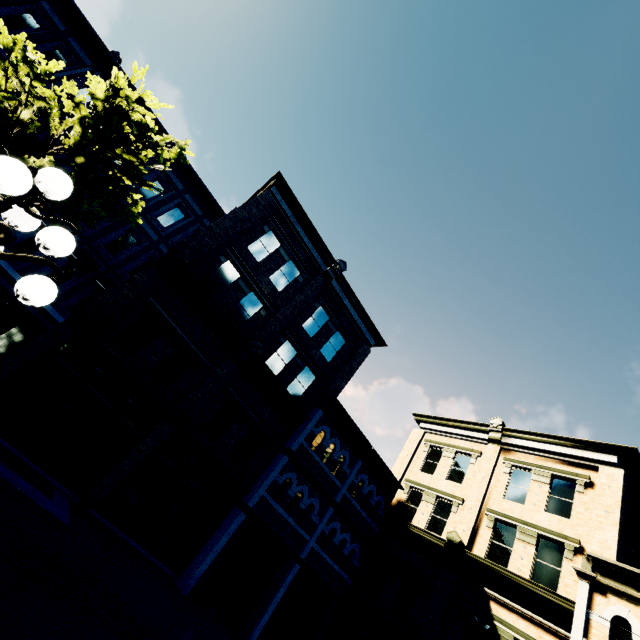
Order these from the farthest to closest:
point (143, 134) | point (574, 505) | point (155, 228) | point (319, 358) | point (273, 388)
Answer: point (319, 358) < point (155, 228) < point (273, 388) < point (574, 505) < point (143, 134)

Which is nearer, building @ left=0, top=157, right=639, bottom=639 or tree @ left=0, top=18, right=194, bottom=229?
tree @ left=0, top=18, right=194, bottom=229

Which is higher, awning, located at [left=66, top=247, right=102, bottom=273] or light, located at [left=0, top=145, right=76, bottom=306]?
awning, located at [left=66, top=247, right=102, bottom=273]

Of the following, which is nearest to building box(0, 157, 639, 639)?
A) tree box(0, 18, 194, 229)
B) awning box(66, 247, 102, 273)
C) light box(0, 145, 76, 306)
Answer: awning box(66, 247, 102, 273)

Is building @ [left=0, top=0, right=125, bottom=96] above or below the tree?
above

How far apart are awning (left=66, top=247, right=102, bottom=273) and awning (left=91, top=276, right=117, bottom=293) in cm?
48

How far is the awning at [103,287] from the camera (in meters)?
14.32

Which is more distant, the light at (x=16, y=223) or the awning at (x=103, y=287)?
the awning at (x=103, y=287)
